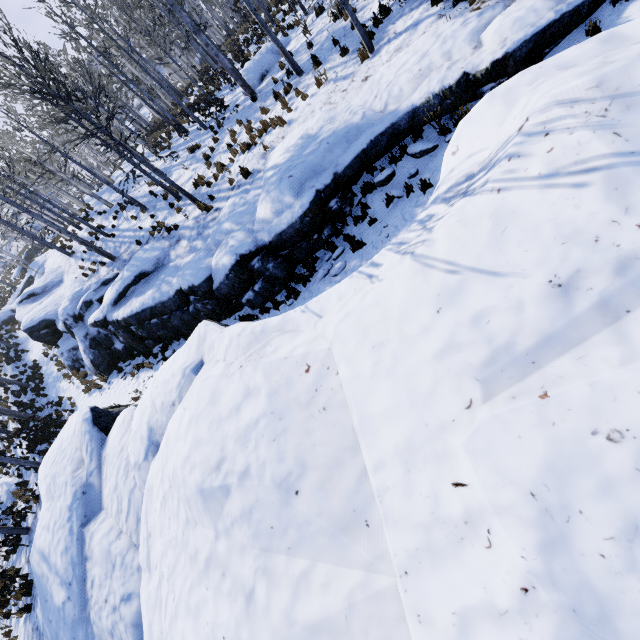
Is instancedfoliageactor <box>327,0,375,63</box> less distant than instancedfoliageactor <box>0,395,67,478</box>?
Yes

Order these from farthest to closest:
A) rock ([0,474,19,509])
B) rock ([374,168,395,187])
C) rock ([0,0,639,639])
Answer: rock ([0,474,19,509]), rock ([374,168,395,187]), rock ([0,0,639,639])

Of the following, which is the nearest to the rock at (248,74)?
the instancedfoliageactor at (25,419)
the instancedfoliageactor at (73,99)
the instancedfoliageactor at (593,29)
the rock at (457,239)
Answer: the instancedfoliageactor at (73,99)

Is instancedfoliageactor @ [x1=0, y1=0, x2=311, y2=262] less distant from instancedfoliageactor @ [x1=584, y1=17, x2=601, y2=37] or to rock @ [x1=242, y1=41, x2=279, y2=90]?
rock @ [x1=242, y1=41, x2=279, y2=90]

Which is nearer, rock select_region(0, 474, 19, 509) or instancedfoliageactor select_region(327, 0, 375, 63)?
instancedfoliageactor select_region(327, 0, 375, 63)

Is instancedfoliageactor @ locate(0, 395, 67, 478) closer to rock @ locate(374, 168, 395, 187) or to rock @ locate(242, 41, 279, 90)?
rock @ locate(374, 168, 395, 187)

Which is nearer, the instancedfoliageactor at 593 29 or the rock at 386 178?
the instancedfoliageactor at 593 29

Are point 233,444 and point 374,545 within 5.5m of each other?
→ yes
